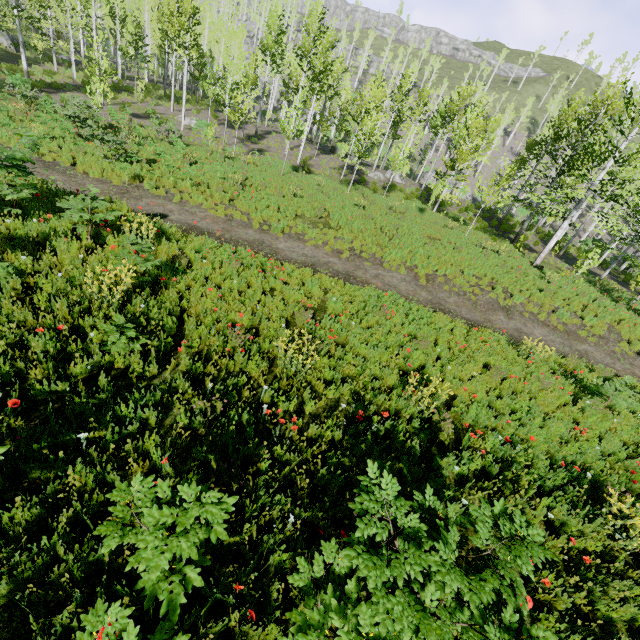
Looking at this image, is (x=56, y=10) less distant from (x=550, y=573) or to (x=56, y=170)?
(x=56, y=170)

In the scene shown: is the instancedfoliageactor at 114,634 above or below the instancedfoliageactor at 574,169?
below

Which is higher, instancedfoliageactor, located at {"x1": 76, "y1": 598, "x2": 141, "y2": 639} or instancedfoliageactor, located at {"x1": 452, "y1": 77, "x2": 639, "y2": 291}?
instancedfoliageactor, located at {"x1": 452, "y1": 77, "x2": 639, "y2": 291}

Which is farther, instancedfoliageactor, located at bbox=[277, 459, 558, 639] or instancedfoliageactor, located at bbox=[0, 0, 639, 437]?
instancedfoliageactor, located at bbox=[0, 0, 639, 437]

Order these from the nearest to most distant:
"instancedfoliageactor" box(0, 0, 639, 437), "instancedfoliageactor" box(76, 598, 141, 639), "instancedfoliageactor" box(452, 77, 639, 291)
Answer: "instancedfoliageactor" box(76, 598, 141, 639), "instancedfoliageactor" box(0, 0, 639, 437), "instancedfoliageactor" box(452, 77, 639, 291)

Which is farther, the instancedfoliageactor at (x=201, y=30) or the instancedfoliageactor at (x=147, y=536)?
the instancedfoliageactor at (x=201, y=30)
